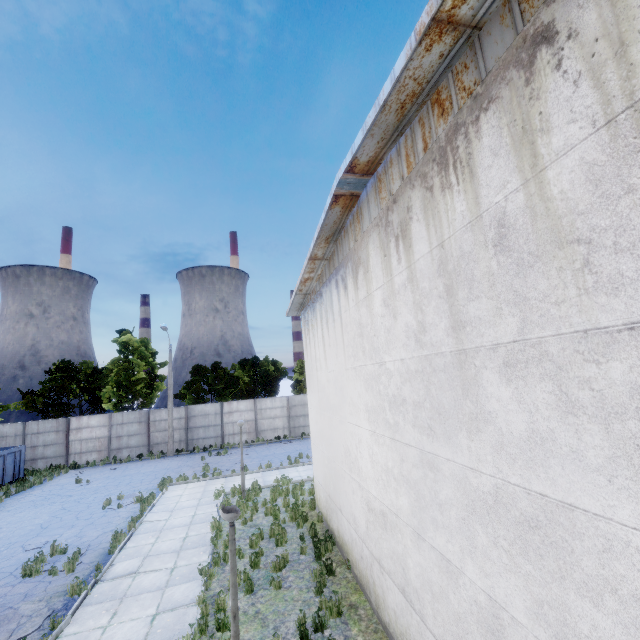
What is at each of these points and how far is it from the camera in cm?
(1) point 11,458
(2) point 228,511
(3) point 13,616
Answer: (1) garbage container, 2095
(2) lamp post, 487
(3) asphalt debris, 783

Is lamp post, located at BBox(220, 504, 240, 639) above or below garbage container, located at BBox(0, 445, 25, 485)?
above

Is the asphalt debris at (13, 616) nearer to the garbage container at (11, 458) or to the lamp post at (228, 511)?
the lamp post at (228, 511)

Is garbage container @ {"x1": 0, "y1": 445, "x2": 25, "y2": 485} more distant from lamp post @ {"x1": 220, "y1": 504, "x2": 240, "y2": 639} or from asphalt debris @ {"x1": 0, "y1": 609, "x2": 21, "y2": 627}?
lamp post @ {"x1": 220, "y1": 504, "x2": 240, "y2": 639}

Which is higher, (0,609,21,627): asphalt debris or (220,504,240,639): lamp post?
(220,504,240,639): lamp post

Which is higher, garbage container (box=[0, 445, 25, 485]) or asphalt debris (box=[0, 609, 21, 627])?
garbage container (box=[0, 445, 25, 485])

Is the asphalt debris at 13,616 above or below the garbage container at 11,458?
below
